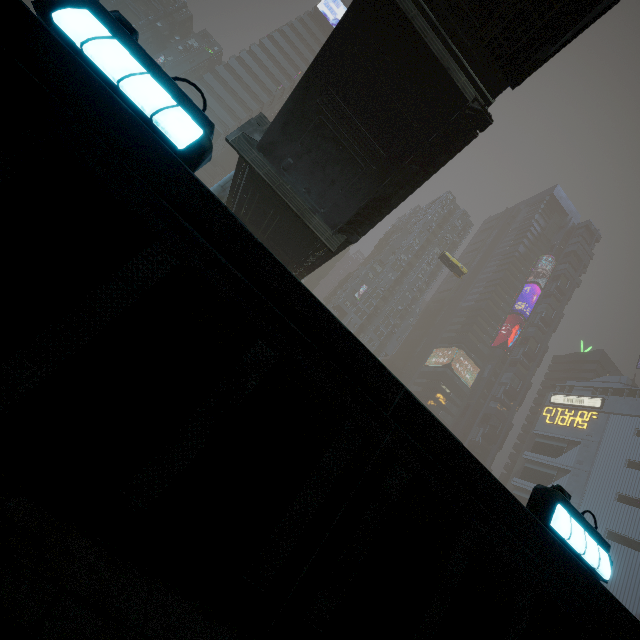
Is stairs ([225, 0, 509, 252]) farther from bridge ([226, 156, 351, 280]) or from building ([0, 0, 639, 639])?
building ([0, 0, 639, 639])

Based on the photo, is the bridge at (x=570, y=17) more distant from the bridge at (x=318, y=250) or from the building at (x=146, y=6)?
the bridge at (x=318, y=250)

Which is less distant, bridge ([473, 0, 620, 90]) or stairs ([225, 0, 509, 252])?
bridge ([473, 0, 620, 90])

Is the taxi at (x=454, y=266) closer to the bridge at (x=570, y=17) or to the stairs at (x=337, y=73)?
the stairs at (x=337, y=73)

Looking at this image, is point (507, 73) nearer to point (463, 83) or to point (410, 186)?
point (463, 83)

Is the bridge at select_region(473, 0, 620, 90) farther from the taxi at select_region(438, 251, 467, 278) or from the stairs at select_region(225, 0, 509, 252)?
the taxi at select_region(438, 251, 467, 278)

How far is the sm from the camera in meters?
16.7 m

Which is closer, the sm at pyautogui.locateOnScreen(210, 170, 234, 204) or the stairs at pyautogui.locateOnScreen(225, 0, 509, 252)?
the stairs at pyautogui.locateOnScreen(225, 0, 509, 252)
